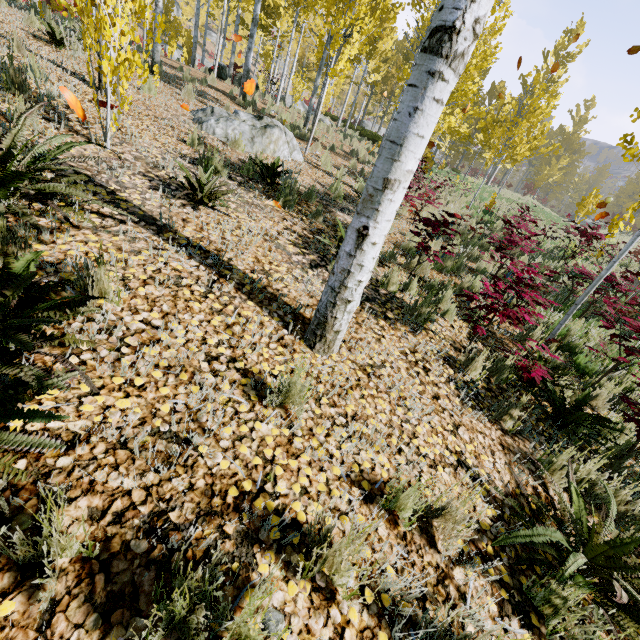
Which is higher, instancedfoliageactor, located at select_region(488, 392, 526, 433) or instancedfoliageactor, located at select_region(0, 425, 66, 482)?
instancedfoliageactor, located at select_region(0, 425, 66, 482)

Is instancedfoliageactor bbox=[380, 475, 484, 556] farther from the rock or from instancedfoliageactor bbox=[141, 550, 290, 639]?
the rock

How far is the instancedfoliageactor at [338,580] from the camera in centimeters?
129cm

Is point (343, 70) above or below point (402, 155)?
above

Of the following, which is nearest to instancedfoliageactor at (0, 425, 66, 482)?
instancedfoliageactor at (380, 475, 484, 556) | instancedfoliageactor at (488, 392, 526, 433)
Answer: instancedfoliageactor at (380, 475, 484, 556)

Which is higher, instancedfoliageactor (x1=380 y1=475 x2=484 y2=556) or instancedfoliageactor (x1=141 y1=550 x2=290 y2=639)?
instancedfoliageactor (x1=141 y1=550 x2=290 y2=639)

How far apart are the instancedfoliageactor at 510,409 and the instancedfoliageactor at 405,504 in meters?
1.5

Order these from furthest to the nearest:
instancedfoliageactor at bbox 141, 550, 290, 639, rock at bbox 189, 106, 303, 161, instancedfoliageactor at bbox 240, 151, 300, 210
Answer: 1. rock at bbox 189, 106, 303, 161
2. instancedfoliageactor at bbox 240, 151, 300, 210
3. instancedfoliageactor at bbox 141, 550, 290, 639
